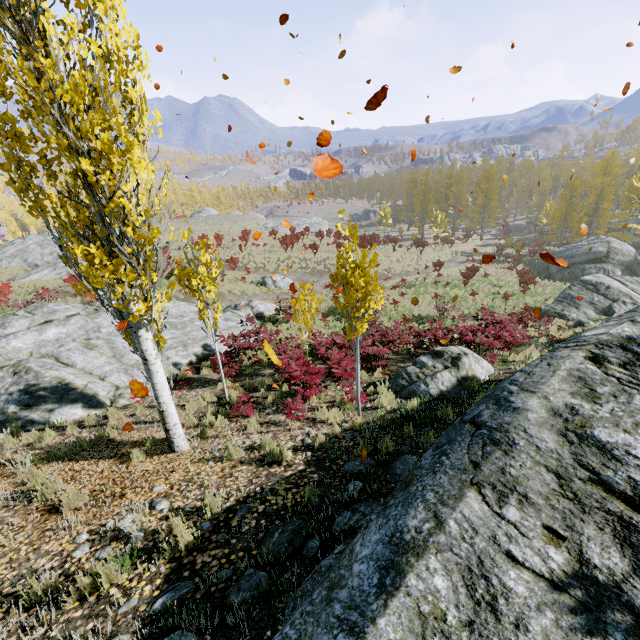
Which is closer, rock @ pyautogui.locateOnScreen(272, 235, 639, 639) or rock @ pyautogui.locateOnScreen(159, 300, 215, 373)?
rock @ pyautogui.locateOnScreen(272, 235, 639, 639)

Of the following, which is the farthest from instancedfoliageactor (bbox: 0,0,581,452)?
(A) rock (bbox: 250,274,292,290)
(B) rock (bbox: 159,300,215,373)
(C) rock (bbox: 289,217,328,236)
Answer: (C) rock (bbox: 289,217,328,236)

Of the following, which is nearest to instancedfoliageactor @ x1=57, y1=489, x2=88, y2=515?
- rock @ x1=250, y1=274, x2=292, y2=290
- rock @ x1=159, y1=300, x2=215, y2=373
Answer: rock @ x1=159, y1=300, x2=215, y2=373

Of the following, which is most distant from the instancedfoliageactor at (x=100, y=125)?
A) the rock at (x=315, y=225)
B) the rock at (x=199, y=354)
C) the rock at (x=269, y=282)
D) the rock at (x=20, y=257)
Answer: the rock at (x=20, y=257)

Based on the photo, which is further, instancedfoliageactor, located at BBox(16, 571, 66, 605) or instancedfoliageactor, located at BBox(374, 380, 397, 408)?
instancedfoliageactor, located at BBox(374, 380, 397, 408)

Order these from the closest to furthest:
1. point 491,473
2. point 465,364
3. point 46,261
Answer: point 491,473 → point 465,364 → point 46,261

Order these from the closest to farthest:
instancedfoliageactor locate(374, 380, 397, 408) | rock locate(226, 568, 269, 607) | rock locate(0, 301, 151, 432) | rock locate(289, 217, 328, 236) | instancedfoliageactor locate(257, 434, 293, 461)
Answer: rock locate(226, 568, 269, 607)
instancedfoliageactor locate(257, 434, 293, 461)
instancedfoliageactor locate(374, 380, 397, 408)
rock locate(0, 301, 151, 432)
rock locate(289, 217, 328, 236)

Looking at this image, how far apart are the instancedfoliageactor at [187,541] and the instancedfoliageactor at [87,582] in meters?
0.6
